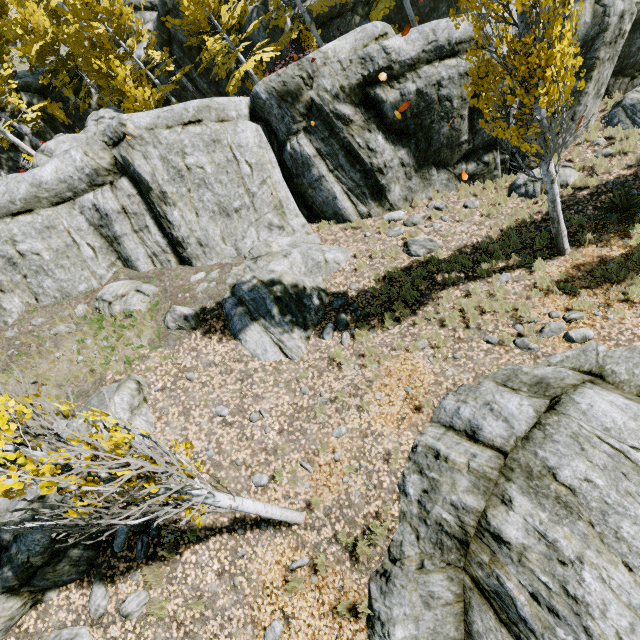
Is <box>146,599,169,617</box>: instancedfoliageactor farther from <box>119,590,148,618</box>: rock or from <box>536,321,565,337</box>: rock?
<box>119,590,148,618</box>: rock

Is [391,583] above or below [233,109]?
below

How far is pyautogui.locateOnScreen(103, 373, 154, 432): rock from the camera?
7.9m

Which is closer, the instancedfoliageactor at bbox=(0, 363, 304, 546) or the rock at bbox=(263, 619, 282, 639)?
the instancedfoliageactor at bbox=(0, 363, 304, 546)

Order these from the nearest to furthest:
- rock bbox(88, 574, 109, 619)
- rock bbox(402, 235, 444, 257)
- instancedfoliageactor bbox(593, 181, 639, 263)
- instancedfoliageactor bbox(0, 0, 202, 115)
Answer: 1. rock bbox(88, 574, 109, 619)
2. instancedfoliageactor bbox(593, 181, 639, 263)
3. rock bbox(402, 235, 444, 257)
4. instancedfoliageactor bbox(0, 0, 202, 115)

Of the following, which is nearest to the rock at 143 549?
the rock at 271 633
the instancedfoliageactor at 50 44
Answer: the instancedfoliageactor at 50 44

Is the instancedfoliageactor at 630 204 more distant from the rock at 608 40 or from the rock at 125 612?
the rock at 125 612

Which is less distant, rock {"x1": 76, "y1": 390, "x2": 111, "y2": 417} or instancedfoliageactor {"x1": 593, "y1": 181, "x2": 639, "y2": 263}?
rock {"x1": 76, "y1": 390, "x2": 111, "y2": 417}
